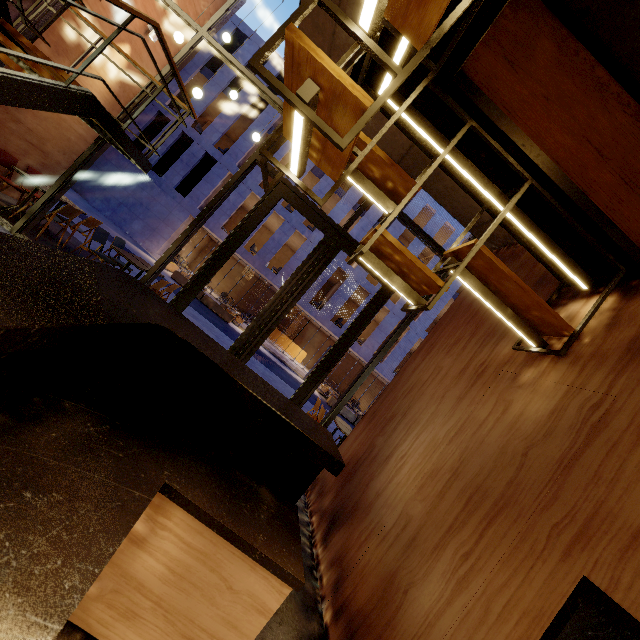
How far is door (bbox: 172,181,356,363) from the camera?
5.52m

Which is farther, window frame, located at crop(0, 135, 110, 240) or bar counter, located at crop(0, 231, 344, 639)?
window frame, located at crop(0, 135, 110, 240)

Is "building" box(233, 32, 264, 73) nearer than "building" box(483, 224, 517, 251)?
No

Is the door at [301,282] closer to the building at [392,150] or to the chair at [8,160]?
the building at [392,150]

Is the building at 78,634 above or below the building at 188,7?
below

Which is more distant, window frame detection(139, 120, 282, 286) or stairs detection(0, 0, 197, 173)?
window frame detection(139, 120, 282, 286)

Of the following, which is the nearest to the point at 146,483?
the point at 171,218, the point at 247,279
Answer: the point at 171,218

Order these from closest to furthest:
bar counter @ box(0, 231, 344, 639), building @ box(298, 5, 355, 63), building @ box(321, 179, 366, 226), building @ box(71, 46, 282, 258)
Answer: bar counter @ box(0, 231, 344, 639) < building @ box(298, 5, 355, 63) < building @ box(71, 46, 282, 258) < building @ box(321, 179, 366, 226)
